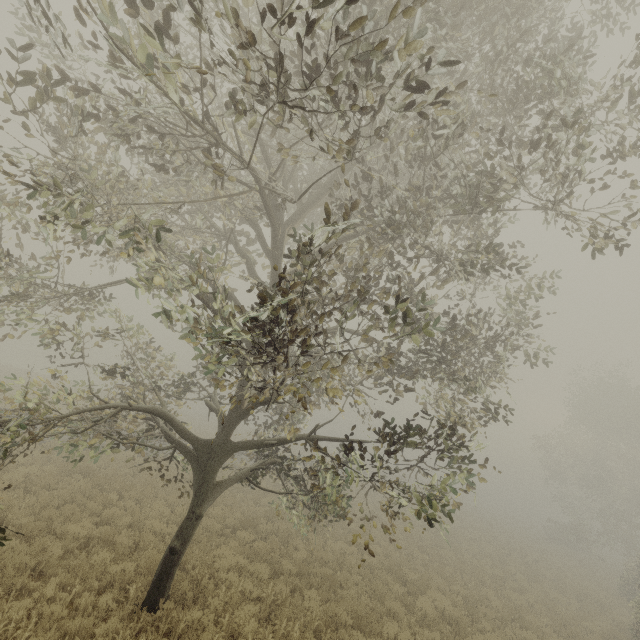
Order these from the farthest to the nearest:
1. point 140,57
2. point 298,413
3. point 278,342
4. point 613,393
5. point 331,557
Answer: point 613,393 < point 298,413 < point 331,557 < point 278,342 < point 140,57

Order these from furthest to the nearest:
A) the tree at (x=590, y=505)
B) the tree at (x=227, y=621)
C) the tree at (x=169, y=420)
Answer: the tree at (x=590, y=505) → the tree at (x=227, y=621) → the tree at (x=169, y=420)

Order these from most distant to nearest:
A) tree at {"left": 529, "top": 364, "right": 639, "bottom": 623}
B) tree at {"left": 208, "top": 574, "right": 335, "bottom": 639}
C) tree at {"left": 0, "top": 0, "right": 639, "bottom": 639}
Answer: tree at {"left": 529, "top": 364, "right": 639, "bottom": 623}, tree at {"left": 208, "top": 574, "right": 335, "bottom": 639}, tree at {"left": 0, "top": 0, "right": 639, "bottom": 639}

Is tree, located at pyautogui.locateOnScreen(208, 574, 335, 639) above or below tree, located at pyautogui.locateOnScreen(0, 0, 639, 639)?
below

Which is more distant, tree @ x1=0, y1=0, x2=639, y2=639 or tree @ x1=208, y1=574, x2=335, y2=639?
tree @ x1=208, y1=574, x2=335, y2=639

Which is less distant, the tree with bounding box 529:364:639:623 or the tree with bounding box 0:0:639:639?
the tree with bounding box 0:0:639:639

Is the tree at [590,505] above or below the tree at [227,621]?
above
